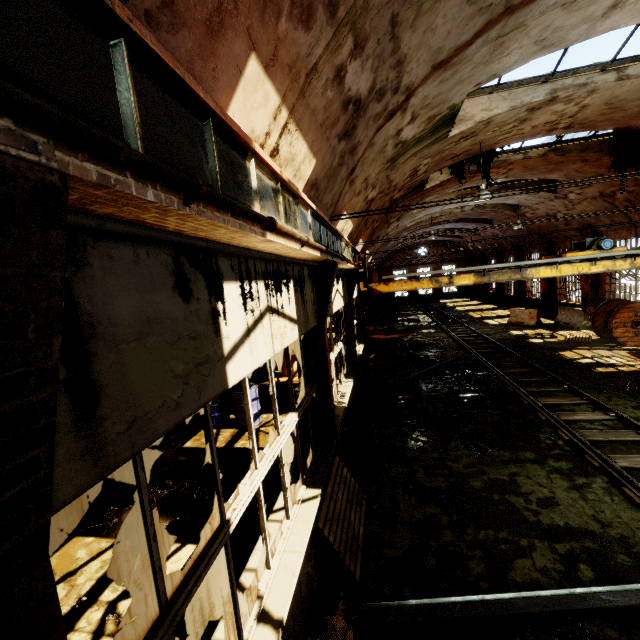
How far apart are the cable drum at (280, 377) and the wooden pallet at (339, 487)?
7.4m

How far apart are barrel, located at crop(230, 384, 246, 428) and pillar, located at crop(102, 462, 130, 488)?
2.5 meters

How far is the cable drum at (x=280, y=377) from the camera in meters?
13.1 m

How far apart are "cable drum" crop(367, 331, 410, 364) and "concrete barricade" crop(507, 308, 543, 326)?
9.4 meters

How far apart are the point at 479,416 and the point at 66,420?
9.13m

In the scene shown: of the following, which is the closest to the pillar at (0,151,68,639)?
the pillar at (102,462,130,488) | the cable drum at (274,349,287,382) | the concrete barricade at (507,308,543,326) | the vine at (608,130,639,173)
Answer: the pillar at (102,462,130,488)

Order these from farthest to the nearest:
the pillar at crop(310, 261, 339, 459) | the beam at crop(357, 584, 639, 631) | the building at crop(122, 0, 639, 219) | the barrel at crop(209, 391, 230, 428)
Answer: the barrel at crop(209, 391, 230, 428) < the pillar at crop(310, 261, 339, 459) < the beam at crop(357, 584, 639, 631) < the building at crop(122, 0, 639, 219)

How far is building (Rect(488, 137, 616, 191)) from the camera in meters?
11.7
